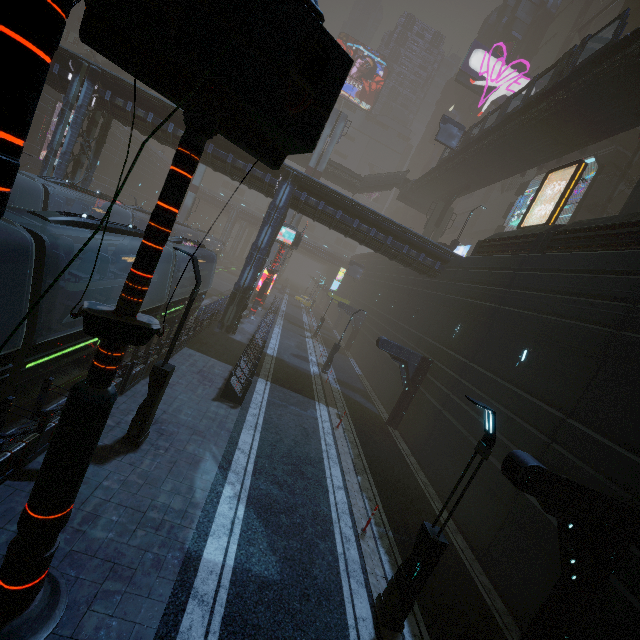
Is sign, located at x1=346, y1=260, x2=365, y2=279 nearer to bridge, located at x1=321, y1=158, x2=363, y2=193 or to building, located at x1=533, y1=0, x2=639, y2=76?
building, located at x1=533, y1=0, x2=639, y2=76

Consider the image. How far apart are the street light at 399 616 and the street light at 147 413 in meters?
7.1 m

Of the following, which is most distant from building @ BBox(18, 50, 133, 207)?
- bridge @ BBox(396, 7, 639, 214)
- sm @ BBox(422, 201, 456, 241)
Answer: bridge @ BBox(396, 7, 639, 214)

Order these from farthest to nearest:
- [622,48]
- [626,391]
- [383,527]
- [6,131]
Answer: [622,48]
[383,527]
[626,391]
[6,131]

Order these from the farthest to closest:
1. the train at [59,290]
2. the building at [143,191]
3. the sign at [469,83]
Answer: the sign at [469,83]
the building at [143,191]
the train at [59,290]

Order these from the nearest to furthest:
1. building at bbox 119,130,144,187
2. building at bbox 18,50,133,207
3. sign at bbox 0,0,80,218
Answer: sign at bbox 0,0,80,218 → building at bbox 18,50,133,207 → building at bbox 119,130,144,187

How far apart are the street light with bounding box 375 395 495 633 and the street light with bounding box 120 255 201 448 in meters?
7.1 m

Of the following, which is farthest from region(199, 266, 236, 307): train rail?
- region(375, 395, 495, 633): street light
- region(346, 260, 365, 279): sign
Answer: region(346, 260, 365, 279): sign
